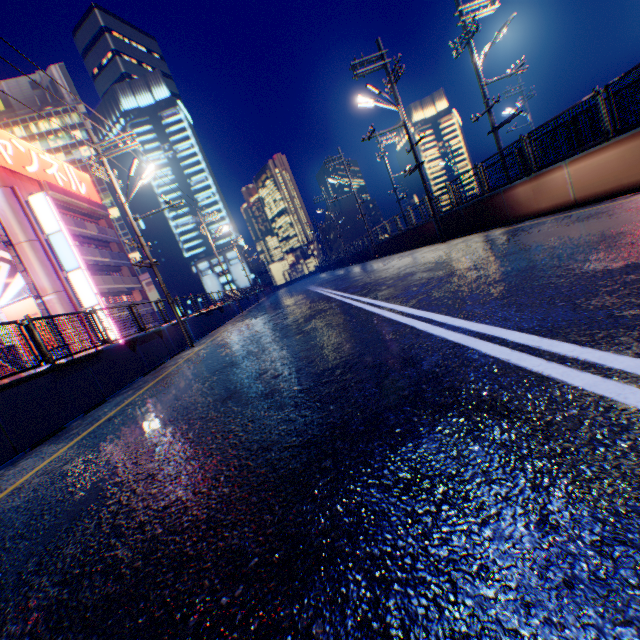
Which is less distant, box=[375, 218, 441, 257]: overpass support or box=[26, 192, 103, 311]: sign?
box=[375, 218, 441, 257]: overpass support

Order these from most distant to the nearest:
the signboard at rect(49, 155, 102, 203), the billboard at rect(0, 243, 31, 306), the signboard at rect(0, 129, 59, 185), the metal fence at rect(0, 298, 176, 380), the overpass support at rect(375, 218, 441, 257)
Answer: the signboard at rect(49, 155, 102, 203) → the signboard at rect(0, 129, 59, 185) → the billboard at rect(0, 243, 31, 306) → the overpass support at rect(375, 218, 441, 257) → the metal fence at rect(0, 298, 176, 380)

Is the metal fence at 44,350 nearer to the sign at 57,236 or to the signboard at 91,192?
the sign at 57,236

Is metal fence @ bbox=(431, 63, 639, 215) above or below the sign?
below

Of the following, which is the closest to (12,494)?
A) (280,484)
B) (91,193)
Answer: (280,484)

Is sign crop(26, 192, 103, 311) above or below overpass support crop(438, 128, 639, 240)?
above

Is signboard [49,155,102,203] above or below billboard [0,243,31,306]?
above

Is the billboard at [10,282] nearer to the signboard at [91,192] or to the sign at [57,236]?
the signboard at [91,192]
